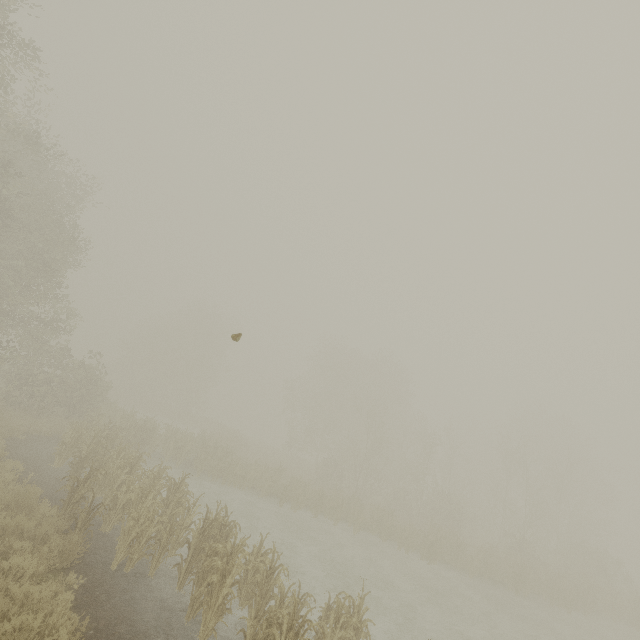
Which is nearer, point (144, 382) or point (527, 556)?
point (527, 556)
